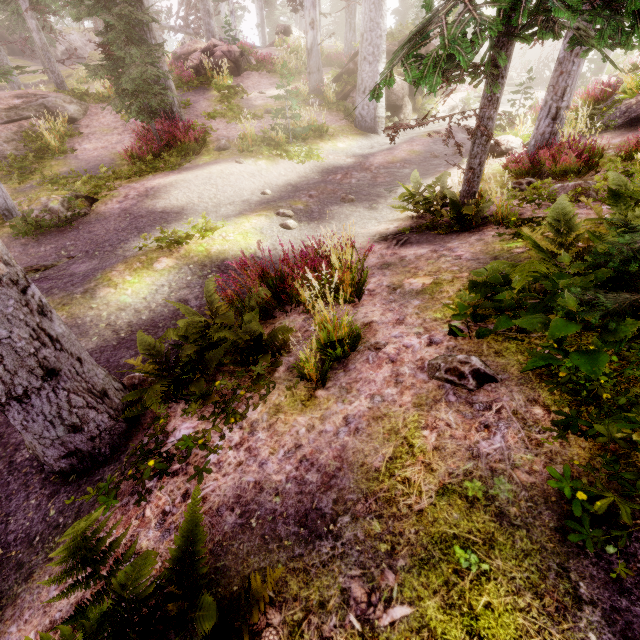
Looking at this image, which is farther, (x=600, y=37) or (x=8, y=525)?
(x=600, y=37)

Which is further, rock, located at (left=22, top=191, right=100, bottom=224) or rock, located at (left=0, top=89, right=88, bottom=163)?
rock, located at (left=0, top=89, right=88, bottom=163)

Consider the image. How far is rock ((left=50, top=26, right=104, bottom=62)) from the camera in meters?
30.8 m

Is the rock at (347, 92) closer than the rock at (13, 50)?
Yes

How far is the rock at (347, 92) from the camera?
15.9m

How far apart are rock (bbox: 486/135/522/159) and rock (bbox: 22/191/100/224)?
11.3 meters

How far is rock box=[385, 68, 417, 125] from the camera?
15.11m

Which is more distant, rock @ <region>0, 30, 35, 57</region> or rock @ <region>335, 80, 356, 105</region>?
rock @ <region>0, 30, 35, 57</region>
